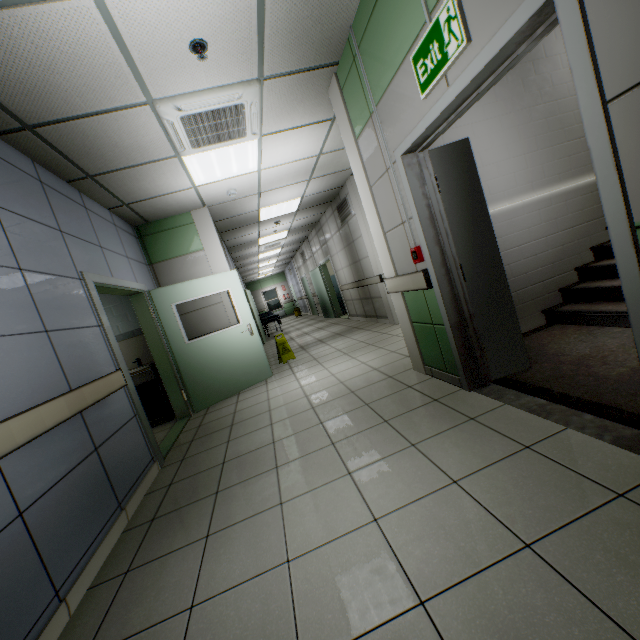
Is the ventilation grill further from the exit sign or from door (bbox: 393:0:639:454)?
the exit sign

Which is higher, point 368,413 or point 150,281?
point 150,281

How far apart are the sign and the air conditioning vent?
3.8m

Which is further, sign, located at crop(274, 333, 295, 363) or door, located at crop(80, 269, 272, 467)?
sign, located at crop(274, 333, 295, 363)

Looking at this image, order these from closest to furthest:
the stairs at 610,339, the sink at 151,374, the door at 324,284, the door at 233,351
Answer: the stairs at 610,339 → the door at 233,351 → the sink at 151,374 → the door at 324,284

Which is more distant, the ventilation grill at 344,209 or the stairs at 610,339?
the ventilation grill at 344,209

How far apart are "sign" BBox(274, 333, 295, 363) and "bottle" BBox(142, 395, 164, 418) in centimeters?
237cm

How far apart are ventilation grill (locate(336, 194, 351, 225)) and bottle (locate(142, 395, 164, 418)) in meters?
5.4 m
